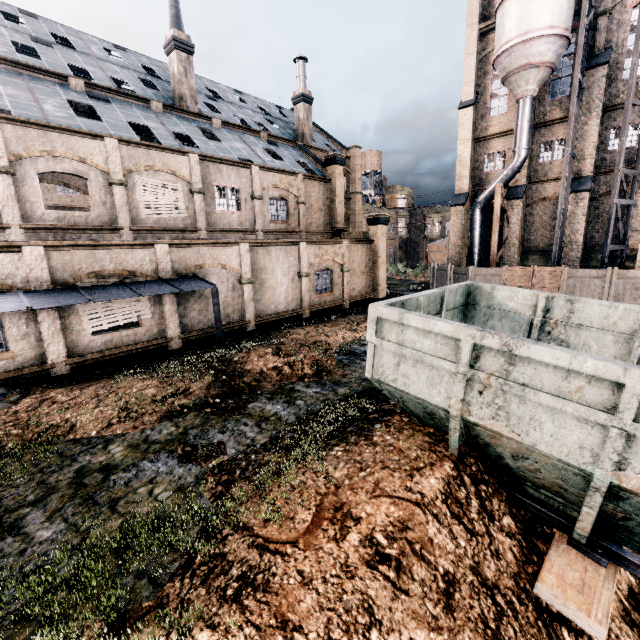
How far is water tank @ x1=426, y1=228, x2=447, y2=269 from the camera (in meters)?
50.53

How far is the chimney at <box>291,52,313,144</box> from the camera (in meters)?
31.38

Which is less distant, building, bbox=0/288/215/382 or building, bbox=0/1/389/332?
building, bbox=0/288/215/382

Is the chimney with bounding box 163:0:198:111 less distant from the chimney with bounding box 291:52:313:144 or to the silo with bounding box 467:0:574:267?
the chimney with bounding box 291:52:313:144

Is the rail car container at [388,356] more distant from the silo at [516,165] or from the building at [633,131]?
the silo at [516,165]

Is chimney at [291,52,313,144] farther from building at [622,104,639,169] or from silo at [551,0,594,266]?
silo at [551,0,594,266]

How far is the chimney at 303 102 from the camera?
31.4 meters

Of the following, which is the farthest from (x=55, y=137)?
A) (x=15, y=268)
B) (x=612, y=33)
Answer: (x=612, y=33)
